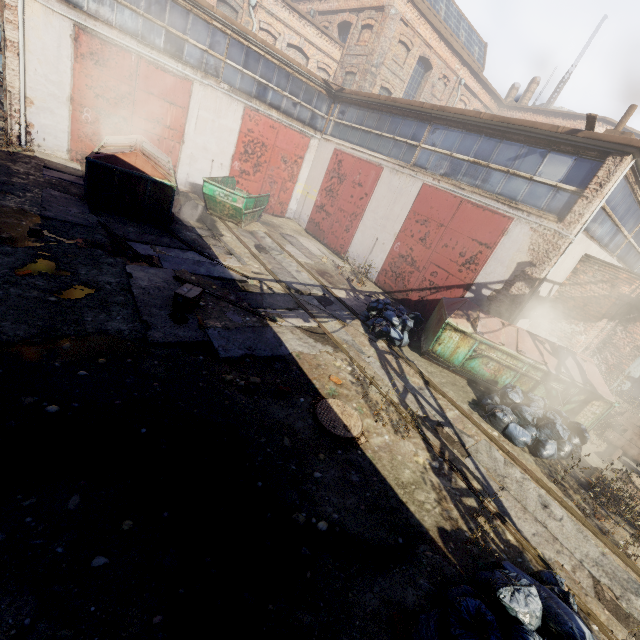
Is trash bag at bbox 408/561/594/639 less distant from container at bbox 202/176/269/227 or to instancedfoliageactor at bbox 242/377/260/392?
instancedfoliageactor at bbox 242/377/260/392

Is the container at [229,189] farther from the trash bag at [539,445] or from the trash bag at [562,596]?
the trash bag at [562,596]

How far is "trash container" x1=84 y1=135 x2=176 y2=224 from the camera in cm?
884

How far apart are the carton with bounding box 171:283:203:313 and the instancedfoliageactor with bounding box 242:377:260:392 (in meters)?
2.03

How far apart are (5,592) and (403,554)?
3.81m

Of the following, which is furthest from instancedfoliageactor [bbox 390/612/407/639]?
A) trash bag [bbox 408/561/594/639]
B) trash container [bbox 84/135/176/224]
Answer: trash container [bbox 84/135/176/224]

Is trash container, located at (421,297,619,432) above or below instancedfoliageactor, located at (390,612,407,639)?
above

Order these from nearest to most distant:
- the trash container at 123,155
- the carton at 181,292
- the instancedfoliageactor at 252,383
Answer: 1. the instancedfoliageactor at 252,383
2. the carton at 181,292
3. the trash container at 123,155
